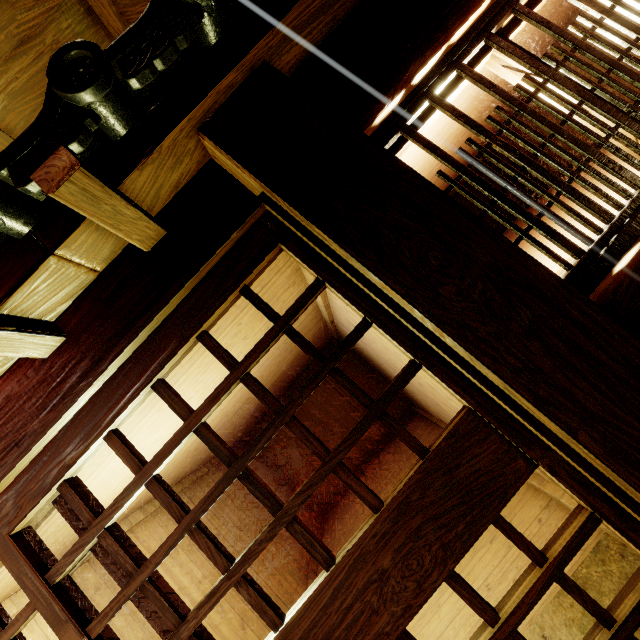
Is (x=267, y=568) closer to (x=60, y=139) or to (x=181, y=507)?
(x=181, y=507)

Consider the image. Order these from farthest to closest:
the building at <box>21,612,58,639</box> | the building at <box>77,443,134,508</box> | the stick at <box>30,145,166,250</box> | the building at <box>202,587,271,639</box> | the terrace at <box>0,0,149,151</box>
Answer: the building at <box>202,587,271,639</box>, the building at <box>21,612,58,639</box>, the building at <box>77,443,134,508</box>, the terrace at <box>0,0,149,151</box>, the stick at <box>30,145,166,250</box>

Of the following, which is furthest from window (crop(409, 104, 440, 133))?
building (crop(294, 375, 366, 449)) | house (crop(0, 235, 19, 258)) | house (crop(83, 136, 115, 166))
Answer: building (crop(294, 375, 366, 449))

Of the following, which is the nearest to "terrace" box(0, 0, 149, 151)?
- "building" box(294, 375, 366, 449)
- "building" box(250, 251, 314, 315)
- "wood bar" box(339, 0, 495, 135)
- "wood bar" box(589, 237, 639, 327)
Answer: "building" box(250, 251, 314, 315)

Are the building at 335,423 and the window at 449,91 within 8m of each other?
no

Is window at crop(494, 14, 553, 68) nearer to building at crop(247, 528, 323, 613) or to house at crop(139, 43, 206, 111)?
building at crop(247, 528, 323, 613)

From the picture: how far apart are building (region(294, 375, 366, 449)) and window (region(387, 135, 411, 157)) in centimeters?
1384cm

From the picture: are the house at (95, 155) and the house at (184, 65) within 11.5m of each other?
yes
